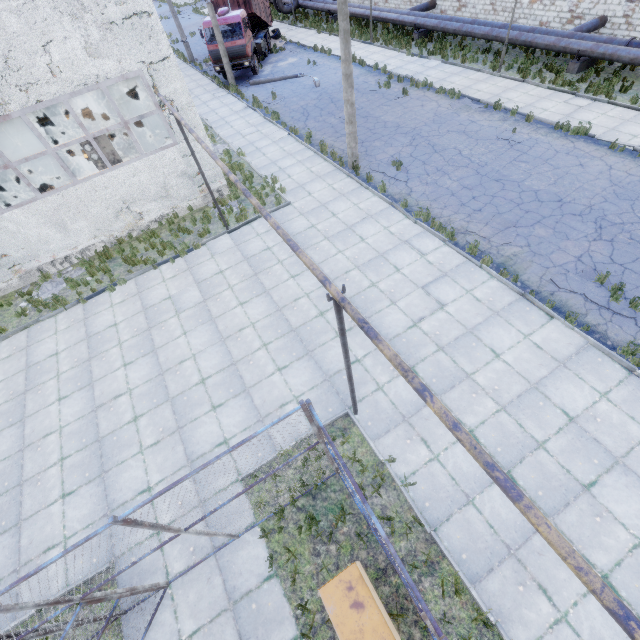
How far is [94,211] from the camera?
12.8m

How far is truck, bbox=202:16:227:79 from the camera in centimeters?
2224cm

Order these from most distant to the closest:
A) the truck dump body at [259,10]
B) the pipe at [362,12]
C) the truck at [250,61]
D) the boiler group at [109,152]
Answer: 1. the pipe at [362,12]
2. the truck dump body at [259,10]
3. the truck at [250,61]
4. the boiler group at [109,152]

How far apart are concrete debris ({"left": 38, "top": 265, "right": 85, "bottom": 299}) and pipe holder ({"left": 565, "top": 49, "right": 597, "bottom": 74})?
25.9m

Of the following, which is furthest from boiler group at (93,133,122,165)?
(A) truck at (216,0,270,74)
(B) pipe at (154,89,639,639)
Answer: (A) truck at (216,0,270,74)

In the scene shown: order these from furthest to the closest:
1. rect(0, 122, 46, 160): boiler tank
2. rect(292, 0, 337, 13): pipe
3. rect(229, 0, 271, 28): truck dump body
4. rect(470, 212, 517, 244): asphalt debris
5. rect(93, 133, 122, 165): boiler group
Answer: rect(292, 0, 337, 13): pipe
rect(229, 0, 271, 28): truck dump body
rect(0, 122, 46, 160): boiler tank
rect(93, 133, 122, 165): boiler group
rect(470, 212, 517, 244): asphalt debris

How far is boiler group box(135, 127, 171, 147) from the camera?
12.43m

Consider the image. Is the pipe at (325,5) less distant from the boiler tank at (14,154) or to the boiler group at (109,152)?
the boiler tank at (14,154)
